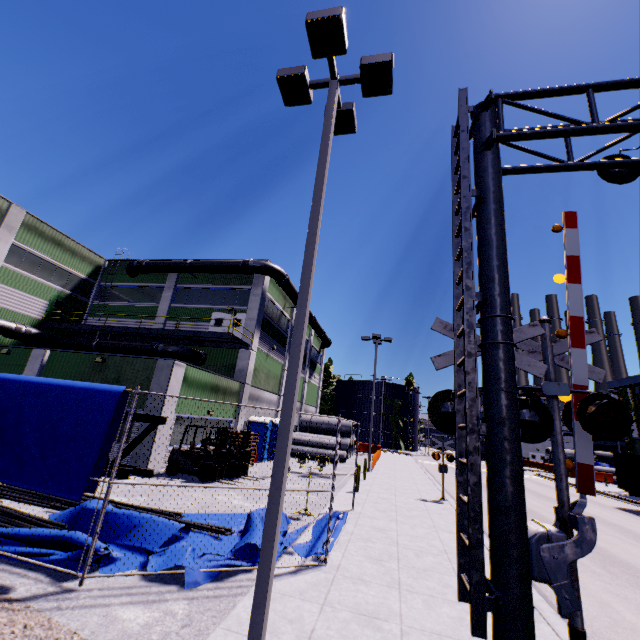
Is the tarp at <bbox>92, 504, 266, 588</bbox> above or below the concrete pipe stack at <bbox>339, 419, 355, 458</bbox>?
below

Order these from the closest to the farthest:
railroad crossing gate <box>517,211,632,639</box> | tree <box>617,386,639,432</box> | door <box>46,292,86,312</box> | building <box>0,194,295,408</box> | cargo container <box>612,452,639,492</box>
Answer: railroad crossing gate <box>517,211,632,639</box> → building <box>0,194,295,408</box> → cargo container <box>612,452,639,492</box> → door <box>46,292,86,312</box> → tree <box>617,386,639,432</box>

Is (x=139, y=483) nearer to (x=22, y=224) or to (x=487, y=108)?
(x=487, y=108)

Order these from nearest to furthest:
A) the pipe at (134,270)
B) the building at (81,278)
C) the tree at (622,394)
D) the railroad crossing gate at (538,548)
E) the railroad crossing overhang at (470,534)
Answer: the railroad crossing overhang at (470,534), the railroad crossing gate at (538,548), the building at (81,278), the pipe at (134,270), the tree at (622,394)

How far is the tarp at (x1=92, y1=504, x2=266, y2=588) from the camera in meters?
5.9 m

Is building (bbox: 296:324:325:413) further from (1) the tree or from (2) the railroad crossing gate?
(2) the railroad crossing gate

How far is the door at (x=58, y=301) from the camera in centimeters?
2530cm

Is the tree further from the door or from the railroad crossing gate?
the door
